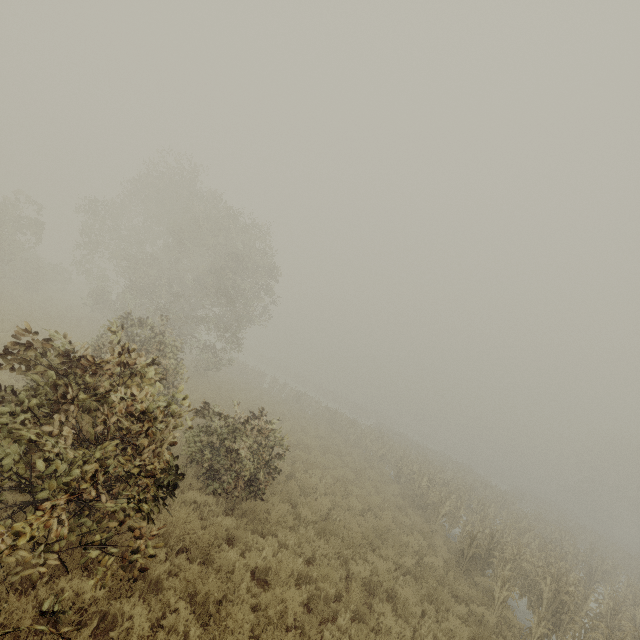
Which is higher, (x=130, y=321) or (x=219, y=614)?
(x=130, y=321)
